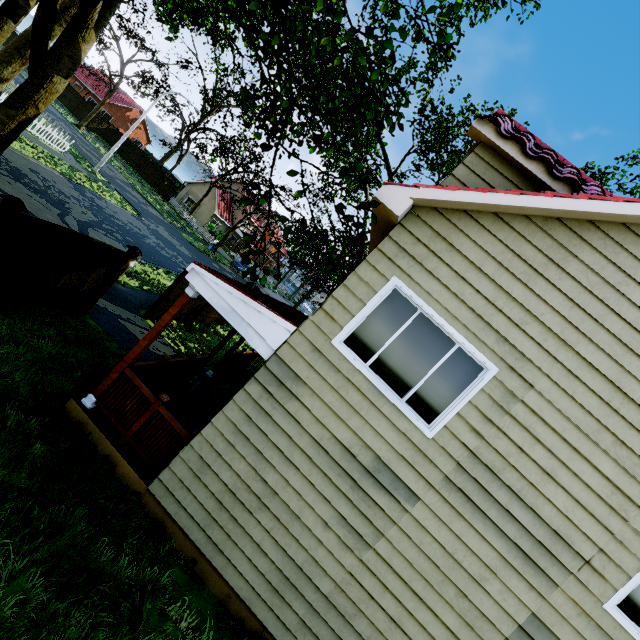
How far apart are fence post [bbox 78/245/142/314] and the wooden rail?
3.2m

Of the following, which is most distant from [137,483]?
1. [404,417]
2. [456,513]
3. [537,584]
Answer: [537,584]

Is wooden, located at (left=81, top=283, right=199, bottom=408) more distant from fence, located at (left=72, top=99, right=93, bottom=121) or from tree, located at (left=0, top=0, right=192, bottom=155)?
fence, located at (left=72, top=99, right=93, bottom=121)

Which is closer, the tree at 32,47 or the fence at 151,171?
the tree at 32,47

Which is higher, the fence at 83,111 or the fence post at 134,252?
the fence post at 134,252

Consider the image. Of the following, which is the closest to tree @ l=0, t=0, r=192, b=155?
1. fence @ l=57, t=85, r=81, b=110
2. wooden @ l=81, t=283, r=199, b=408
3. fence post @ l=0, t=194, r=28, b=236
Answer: fence @ l=57, t=85, r=81, b=110

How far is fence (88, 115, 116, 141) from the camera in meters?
39.6 m

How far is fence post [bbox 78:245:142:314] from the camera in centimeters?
814cm
